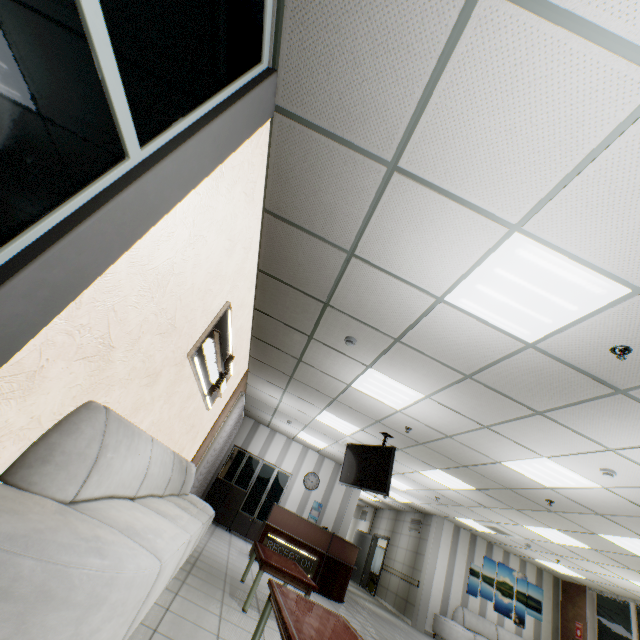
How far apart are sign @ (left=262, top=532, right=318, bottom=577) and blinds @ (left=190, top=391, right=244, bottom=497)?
1.92m

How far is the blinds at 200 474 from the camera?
7.3 meters

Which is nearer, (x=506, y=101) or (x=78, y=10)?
(x=78, y=10)

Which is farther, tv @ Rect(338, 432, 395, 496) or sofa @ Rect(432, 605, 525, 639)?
sofa @ Rect(432, 605, 525, 639)

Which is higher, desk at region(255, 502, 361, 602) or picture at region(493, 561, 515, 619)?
picture at region(493, 561, 515, 619)

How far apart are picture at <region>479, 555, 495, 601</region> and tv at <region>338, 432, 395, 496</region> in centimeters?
808cm

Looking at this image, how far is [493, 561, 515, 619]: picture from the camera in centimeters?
1076cm

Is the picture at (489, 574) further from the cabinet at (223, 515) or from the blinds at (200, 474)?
the blinds at (200, 474)
